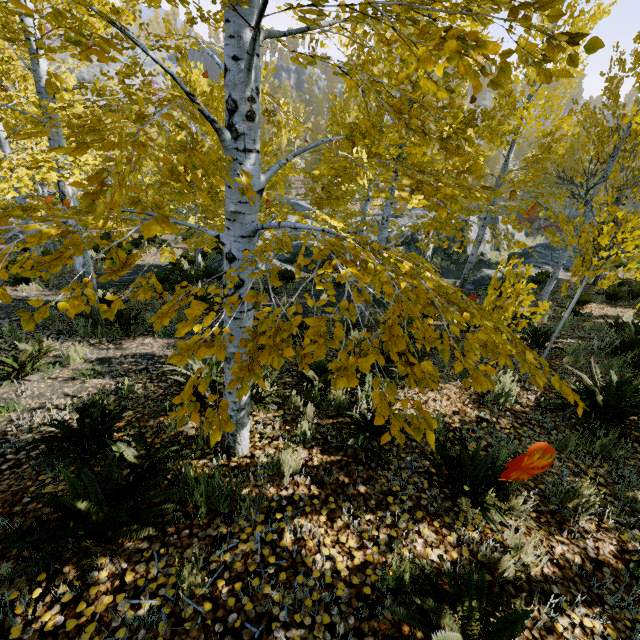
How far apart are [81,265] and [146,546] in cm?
659

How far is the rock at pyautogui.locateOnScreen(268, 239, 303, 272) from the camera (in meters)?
15.66

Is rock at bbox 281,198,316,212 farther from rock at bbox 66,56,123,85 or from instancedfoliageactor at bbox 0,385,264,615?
rock at bbox 66,56,123,85

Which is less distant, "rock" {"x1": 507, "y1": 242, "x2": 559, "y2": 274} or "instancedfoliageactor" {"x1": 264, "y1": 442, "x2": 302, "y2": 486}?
"instancedfoliageactor" {"x1": 264, "y1": 442, "x2": 302, "y2": 486}

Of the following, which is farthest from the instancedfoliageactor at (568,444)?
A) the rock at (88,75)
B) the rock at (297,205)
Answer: the rock at (88,75)

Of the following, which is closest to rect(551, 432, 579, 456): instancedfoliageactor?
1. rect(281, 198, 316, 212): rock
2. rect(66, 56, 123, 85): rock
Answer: rect(281, 198, 316, 212): rock

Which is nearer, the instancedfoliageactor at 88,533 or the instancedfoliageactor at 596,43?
the instancedfoliageactor at 596,43
